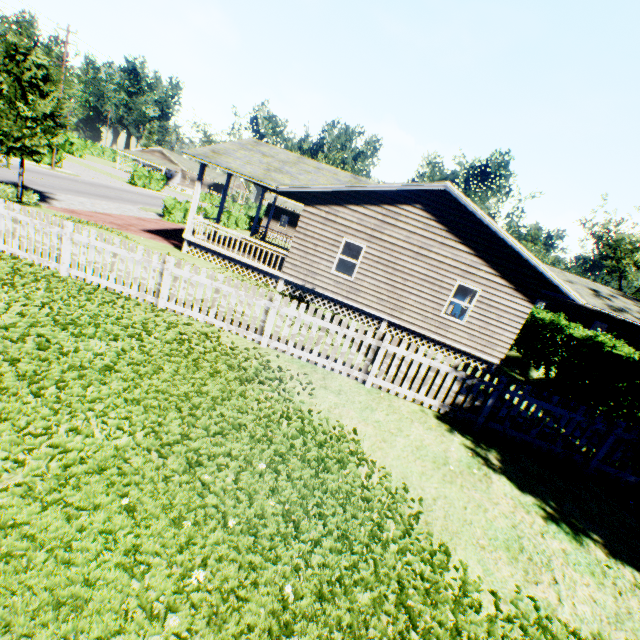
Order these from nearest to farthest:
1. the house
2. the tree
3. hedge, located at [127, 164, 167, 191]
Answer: the house, hedge, located at [127, 164, 167, 191], the tree

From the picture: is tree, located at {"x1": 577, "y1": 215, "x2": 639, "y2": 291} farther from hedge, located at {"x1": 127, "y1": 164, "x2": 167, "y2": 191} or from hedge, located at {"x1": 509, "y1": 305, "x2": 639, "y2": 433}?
hedge, located at {"x1": 127, "y1": 164, "x2": 167, "y2": 191}

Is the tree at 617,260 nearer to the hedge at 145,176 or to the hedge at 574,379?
the hedge at 574,379

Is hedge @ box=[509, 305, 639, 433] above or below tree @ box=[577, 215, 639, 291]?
below

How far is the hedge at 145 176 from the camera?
42.97m

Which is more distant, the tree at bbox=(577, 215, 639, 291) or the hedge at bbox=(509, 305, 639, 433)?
the tree at bbox=(577, 215, 639, 291)

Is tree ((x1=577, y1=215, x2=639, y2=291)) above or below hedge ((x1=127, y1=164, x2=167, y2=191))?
above

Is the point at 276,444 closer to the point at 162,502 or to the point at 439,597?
the point at 162,502
